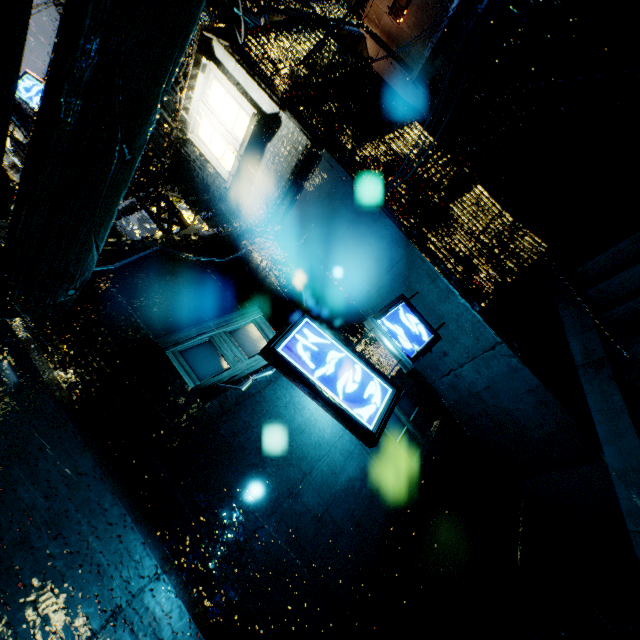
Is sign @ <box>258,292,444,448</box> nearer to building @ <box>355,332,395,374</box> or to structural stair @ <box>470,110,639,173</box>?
building @ <box>355,332,395,374</box>

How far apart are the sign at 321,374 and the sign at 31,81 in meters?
14.6

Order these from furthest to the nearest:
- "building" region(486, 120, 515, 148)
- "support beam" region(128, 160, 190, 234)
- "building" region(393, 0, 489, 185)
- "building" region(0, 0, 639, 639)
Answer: "building" region(486, 120, 515, 148)
"support beam" region(128, 160, 190, 234)
"building" region(393, 0, 489, 185)
"building" region(0, 0, 639, 639)

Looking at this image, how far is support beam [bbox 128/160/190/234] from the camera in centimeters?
1166cm

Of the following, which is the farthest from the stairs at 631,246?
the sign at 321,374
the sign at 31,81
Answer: the sign at 31,81

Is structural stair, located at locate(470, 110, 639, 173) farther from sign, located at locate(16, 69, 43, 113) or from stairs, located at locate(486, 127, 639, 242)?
sign, located at locate(16, 69, 43, 113)

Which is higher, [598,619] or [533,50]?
[533,50]

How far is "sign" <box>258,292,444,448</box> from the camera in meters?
5.2
